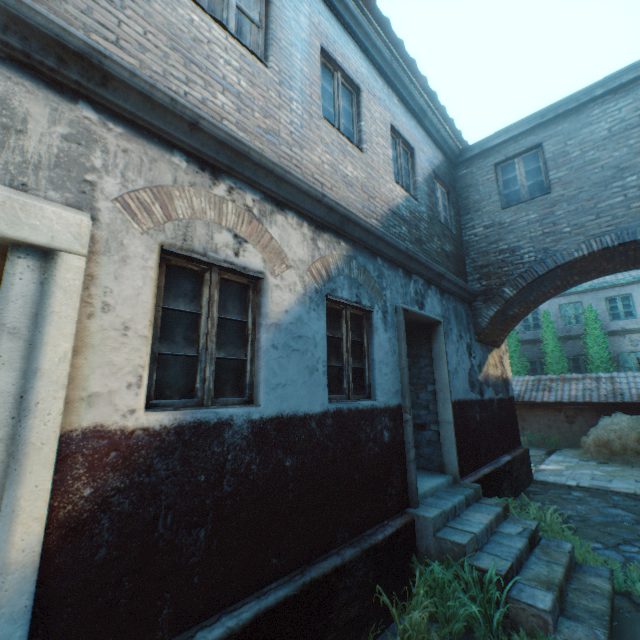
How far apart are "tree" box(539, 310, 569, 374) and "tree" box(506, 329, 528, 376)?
0.70m

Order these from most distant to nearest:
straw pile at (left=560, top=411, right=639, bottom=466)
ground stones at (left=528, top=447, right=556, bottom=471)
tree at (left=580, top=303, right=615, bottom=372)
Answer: tree at (left=580, top=303, right=615, bottom=372), ground stones at (left=528, top=447, right=556, bottom=471), straw pile at (left=560, top=411, right=639, bottom=466)

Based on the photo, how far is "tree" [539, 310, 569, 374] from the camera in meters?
17.2 m

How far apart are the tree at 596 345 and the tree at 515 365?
2.4m

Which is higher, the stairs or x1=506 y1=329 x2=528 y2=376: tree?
x1=506 y1=329 x2=528 y2=376: tree

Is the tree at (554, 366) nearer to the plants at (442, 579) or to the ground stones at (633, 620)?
the ground stones at (633, 620)

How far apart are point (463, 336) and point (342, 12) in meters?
6.6

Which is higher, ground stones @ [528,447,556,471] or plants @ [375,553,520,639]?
plants @ [375,553,520,639]
